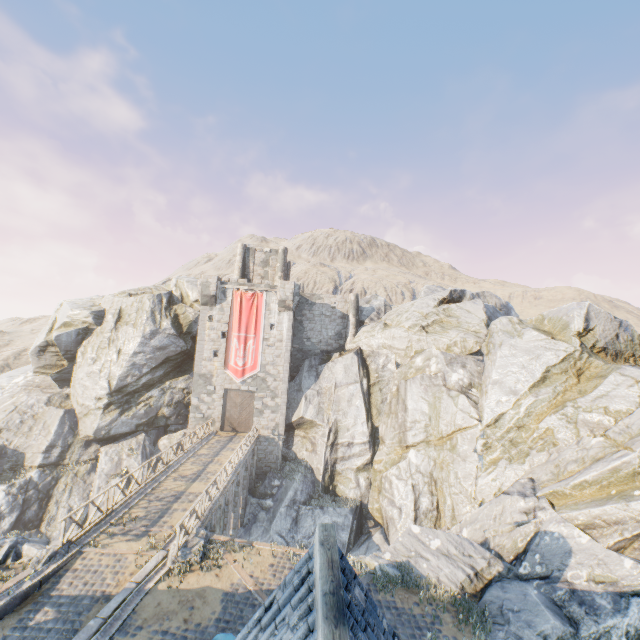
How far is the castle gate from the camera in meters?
30.4 m

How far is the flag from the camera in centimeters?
3056cm

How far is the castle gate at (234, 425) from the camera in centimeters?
3038cm

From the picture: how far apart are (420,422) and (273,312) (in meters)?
16.51

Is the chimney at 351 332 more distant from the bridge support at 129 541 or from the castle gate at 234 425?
the bridge support at 129 541

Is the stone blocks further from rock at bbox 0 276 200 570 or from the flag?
the flag

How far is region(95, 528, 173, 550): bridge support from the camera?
12.4 meters

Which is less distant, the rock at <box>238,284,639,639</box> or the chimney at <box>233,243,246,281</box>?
the rock at <box>238,284,639,639</box>
